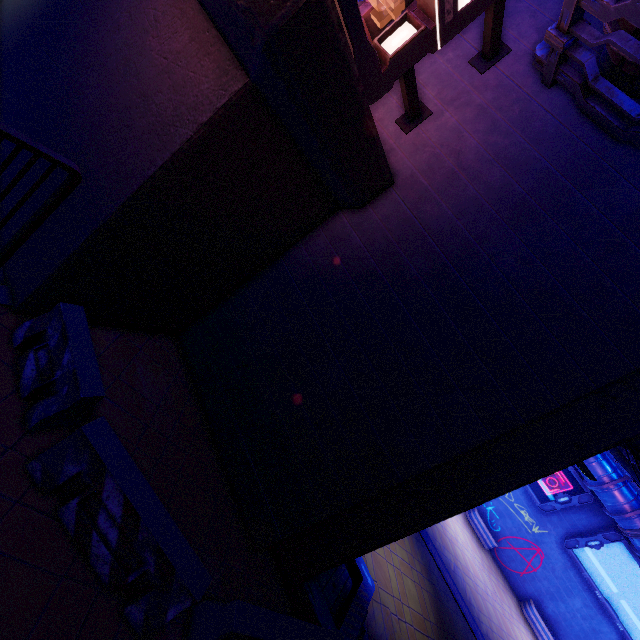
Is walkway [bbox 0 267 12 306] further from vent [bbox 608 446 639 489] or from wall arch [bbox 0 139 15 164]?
vent [bbox 608 446 639 489]

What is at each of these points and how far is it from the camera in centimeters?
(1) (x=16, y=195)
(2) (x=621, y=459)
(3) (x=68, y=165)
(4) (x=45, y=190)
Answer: (1) wall arch, 523cm
(2) vent, 1357cm
(3) fence, 312cm
(4) wall arch, 489cm

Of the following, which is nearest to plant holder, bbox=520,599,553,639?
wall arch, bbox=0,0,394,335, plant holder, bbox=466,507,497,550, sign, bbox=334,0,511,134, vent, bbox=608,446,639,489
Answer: plant holder, bbox=466,507,497,550

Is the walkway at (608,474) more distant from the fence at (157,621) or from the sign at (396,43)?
the fence at (157,621)

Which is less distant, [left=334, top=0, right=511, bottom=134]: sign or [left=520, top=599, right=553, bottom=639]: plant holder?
[left=334, top=0, right=511, bottom=134]: sign

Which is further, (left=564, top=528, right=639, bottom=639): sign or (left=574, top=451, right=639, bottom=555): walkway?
(left=564, top=528, right=639, bottom=639): sign

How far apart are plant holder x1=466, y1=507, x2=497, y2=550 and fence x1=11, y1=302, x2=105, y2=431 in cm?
2447

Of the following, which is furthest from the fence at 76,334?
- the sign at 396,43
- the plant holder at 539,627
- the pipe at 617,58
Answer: the plant holder at 539,627
